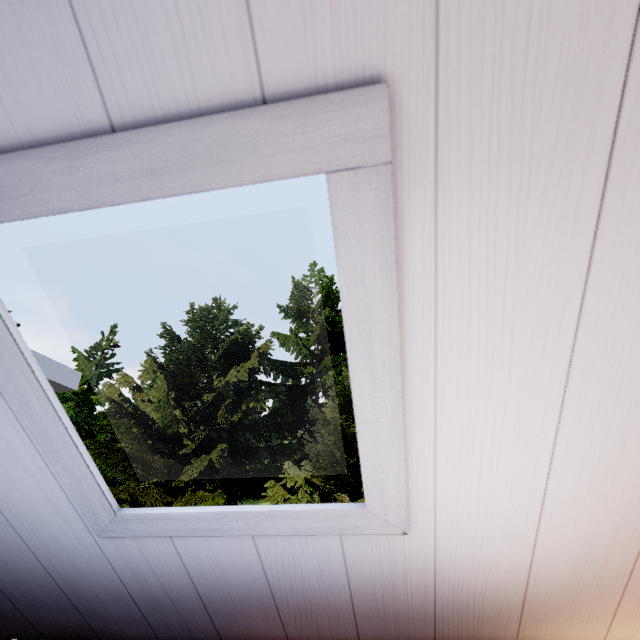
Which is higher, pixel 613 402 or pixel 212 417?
pixel 212 417
